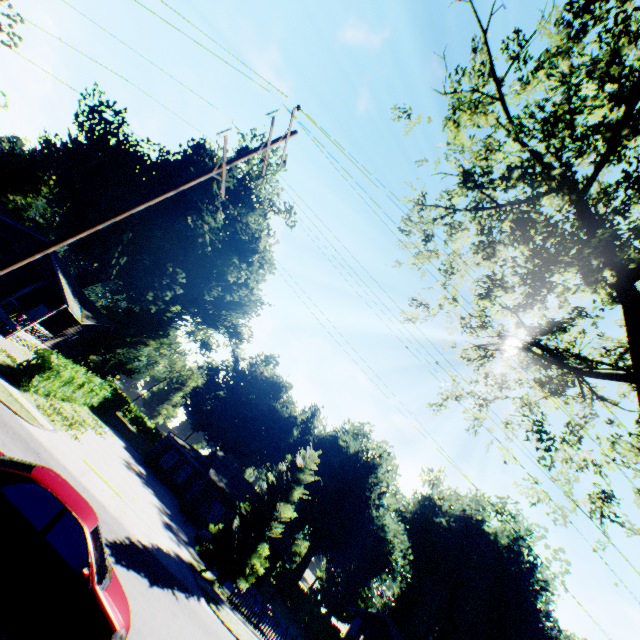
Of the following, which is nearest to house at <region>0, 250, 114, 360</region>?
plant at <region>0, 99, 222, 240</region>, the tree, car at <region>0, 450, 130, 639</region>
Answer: car at <region>0, 450, 130, 639</region>

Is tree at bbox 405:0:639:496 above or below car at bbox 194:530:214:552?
above

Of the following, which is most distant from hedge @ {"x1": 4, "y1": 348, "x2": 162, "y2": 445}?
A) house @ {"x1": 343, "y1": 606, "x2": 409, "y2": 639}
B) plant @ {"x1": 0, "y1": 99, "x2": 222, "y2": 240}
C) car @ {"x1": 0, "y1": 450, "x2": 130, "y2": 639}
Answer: plant @ {"x1": 0, "y1": 99, "x2": 222, "y2": 240}

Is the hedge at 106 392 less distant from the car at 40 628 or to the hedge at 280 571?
the hedge at 280 571

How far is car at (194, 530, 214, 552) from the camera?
21.6 meters

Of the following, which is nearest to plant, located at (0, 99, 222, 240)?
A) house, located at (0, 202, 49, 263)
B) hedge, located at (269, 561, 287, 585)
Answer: hedge, located at (269, 561, 287, 585)

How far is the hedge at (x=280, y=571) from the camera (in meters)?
42.77

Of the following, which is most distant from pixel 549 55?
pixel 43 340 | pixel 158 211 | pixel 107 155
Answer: pixel 43 340
